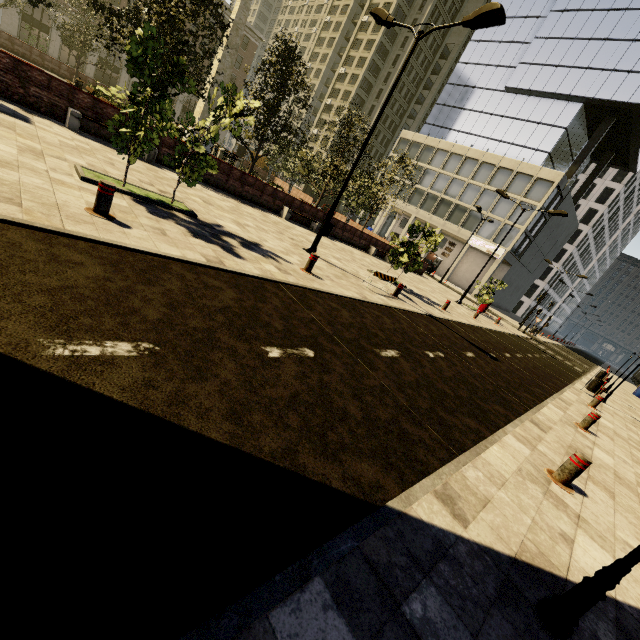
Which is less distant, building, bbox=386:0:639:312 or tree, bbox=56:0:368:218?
tree, bbox=56:0:368:218

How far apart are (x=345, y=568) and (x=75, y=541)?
1.6m

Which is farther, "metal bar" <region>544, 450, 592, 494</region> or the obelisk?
the obelisk

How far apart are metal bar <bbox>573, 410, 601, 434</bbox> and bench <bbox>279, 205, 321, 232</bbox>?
14.9 meters

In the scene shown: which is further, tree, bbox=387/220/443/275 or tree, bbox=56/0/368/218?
tree, bbox=387/220/443/275

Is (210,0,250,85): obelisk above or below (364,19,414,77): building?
below

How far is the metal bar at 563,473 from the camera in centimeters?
472cm

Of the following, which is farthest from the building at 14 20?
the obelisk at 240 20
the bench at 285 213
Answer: the obelisk at 240 20
